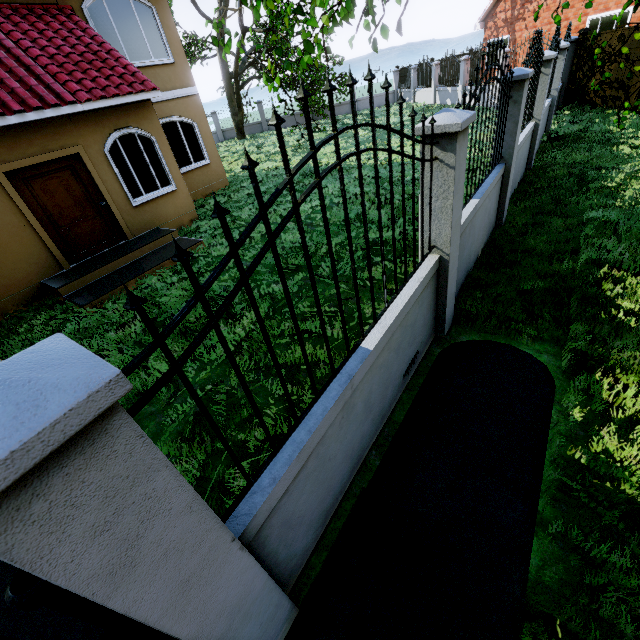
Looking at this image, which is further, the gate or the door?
the door

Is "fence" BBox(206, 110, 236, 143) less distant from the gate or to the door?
the gate

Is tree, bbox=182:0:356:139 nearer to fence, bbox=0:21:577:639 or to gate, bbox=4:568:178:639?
fence, bbox=0:21:577:639

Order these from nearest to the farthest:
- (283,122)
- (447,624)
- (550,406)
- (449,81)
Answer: (283,122) → (447,624) → (550,406) → (449,81)

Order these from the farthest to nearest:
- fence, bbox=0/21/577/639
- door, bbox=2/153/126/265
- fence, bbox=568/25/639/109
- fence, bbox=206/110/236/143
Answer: fence, bbox=206/110/236/143 < fence, bbox=568/25/639/109 < door, bbox=2/153/126/265 < fence, bbox=0/21/577/639

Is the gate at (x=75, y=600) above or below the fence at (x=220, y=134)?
above

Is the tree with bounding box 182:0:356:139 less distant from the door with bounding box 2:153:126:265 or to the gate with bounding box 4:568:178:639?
the gate with bounding box 4:568:178:639

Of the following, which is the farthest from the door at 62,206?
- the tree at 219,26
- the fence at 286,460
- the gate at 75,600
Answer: the gate at 75,600
